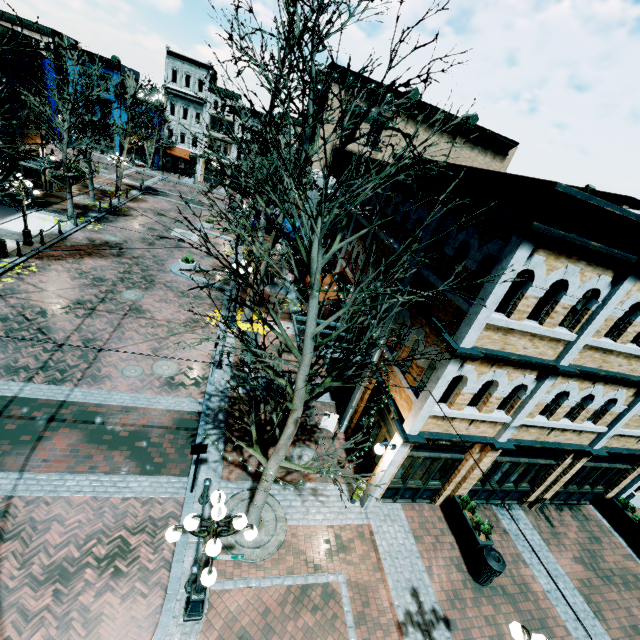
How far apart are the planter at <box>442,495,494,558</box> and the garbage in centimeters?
4cm

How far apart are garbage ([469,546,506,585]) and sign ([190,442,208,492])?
8.1 meters

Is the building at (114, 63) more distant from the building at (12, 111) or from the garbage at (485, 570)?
the garbage at (485, 570)

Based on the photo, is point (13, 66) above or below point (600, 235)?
below

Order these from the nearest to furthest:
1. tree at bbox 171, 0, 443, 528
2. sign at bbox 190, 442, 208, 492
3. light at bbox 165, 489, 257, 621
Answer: tree at bbox 171, 0, 443, 528 → light at bbox 165, 489, 257, 621 → sign at bbox 190, 442, 208, 492

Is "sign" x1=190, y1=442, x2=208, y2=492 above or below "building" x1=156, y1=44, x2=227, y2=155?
below

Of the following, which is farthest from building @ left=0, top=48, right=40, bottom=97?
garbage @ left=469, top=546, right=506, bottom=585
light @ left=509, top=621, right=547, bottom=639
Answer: light @ left=509, top=621, right=547, bottom=639

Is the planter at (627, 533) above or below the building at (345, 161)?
below
